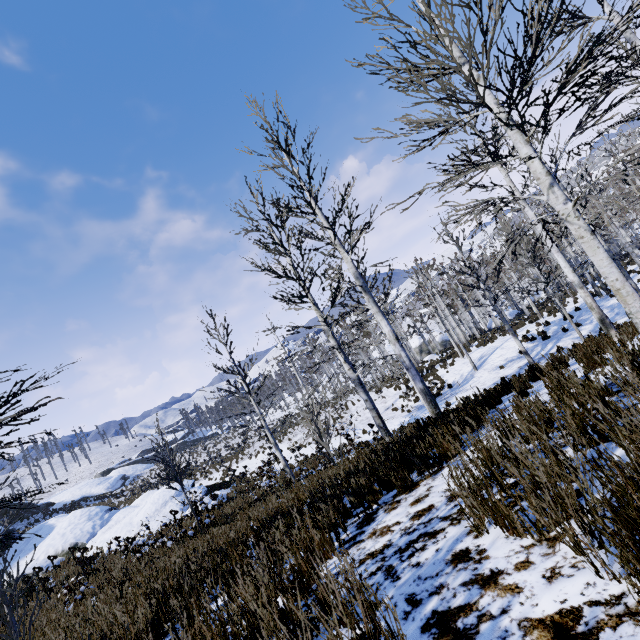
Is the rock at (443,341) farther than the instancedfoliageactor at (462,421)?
Yes

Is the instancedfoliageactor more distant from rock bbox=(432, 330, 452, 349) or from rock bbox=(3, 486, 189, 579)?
rock bbox=(432, 330, 452, 349)

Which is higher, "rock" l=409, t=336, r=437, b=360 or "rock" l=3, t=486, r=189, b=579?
"rock" l=3, t=486, r=189, b=579

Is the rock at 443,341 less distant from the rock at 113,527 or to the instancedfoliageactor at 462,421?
the instancedfoliageactor at 462,421

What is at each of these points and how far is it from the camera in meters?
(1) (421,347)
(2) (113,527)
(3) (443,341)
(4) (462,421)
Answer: (1) rock, 47.3
(2) rock, 17.8
(3) rock, 44.9
(4) instancedfoliageactor, 4.8
